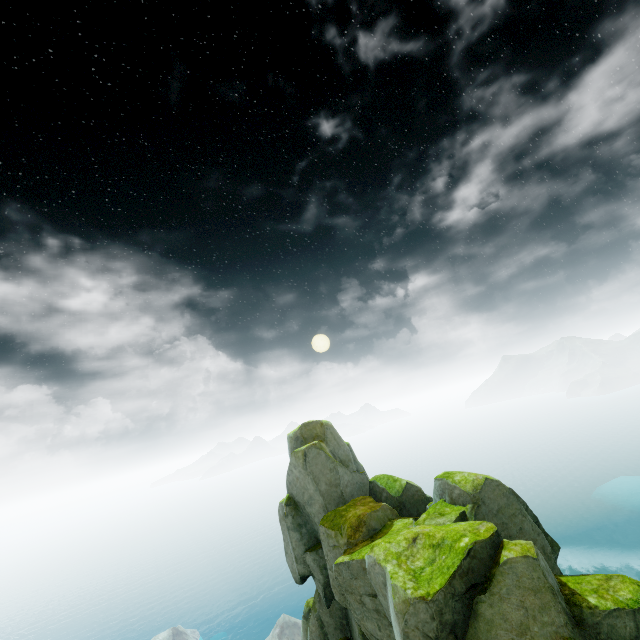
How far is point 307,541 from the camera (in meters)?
13.27
